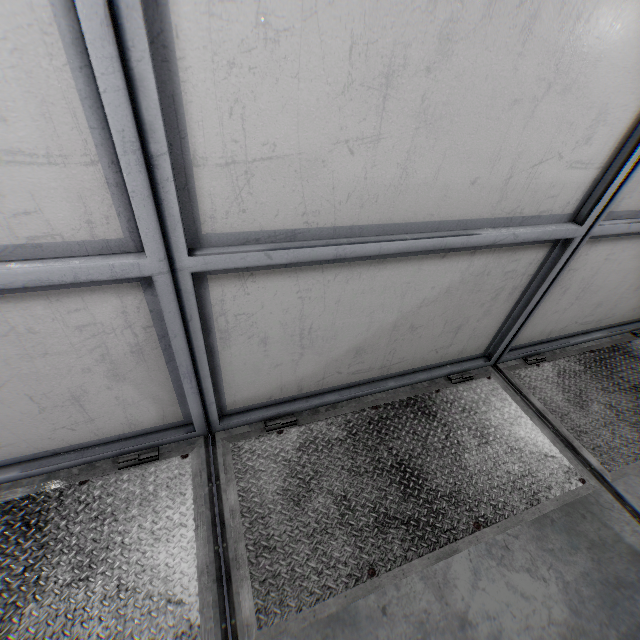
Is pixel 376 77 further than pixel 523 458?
No
